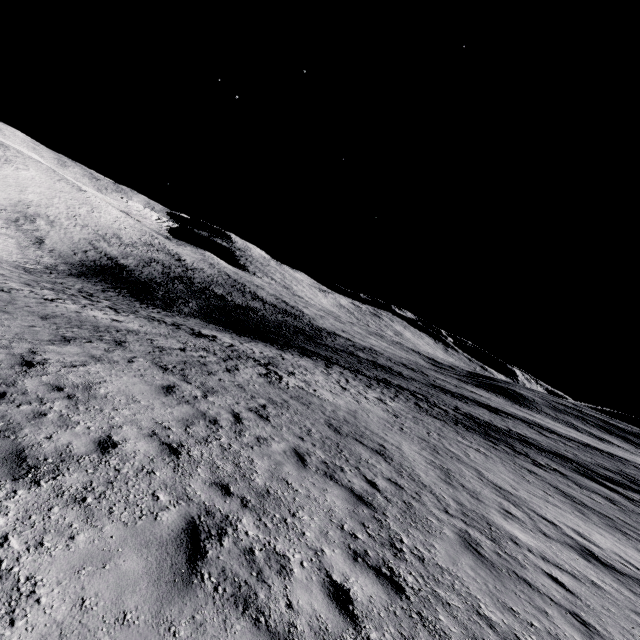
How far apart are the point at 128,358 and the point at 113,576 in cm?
876
